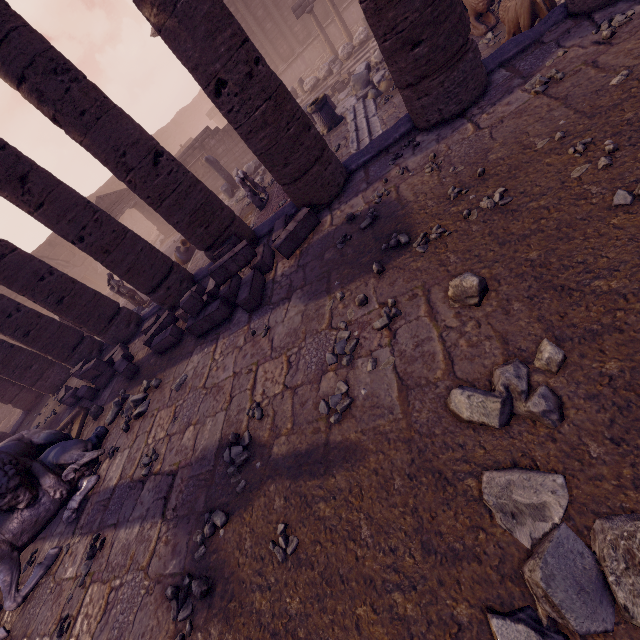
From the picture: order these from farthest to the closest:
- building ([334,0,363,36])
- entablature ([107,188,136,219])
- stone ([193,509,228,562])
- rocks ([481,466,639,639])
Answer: building ([334,0,363,36]) < entablature ([107,188,136,219]) < stone ([193,509,228,562]) < rocks ([481,466,639,639])

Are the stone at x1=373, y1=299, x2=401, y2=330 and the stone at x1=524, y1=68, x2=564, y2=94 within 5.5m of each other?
yes

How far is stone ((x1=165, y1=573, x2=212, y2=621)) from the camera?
2.7m

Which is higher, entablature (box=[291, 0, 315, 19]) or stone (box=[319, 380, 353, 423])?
entablature (box=[291, 0, 315, 19])

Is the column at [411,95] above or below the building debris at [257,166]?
above

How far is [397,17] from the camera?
3.9m

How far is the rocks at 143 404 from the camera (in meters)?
5.58

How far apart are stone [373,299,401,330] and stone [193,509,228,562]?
2.3 meters
